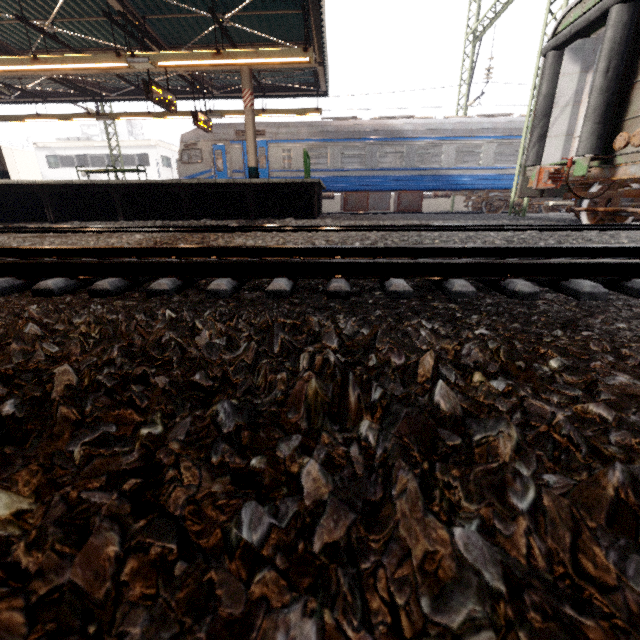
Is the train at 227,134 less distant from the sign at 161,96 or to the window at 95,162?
the sign at 161,96

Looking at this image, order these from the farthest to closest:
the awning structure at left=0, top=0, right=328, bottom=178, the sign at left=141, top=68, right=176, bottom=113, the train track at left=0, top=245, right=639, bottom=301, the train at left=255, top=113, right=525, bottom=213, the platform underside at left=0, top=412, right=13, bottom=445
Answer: the train at left=255, top=113, right=525, bottom=213
the sign at left=141, top=68, right=176, bottom=113
the awning structure at left=0, top=0, right=328, bottom=178
the train track at left=0, top=245, right=639, bottom=301
the platform underside at left=0, top=412, right=13, bottom=445

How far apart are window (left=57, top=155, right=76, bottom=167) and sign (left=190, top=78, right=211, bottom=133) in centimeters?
2631cm

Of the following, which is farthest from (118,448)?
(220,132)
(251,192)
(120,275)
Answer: (220,132)

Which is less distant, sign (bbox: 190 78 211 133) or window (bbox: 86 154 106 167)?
sign (bbox: 190 78 211 133)

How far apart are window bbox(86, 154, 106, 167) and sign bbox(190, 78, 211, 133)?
24.18m

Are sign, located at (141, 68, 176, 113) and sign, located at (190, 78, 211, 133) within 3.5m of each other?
yes

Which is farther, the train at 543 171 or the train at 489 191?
the train at 489 191
